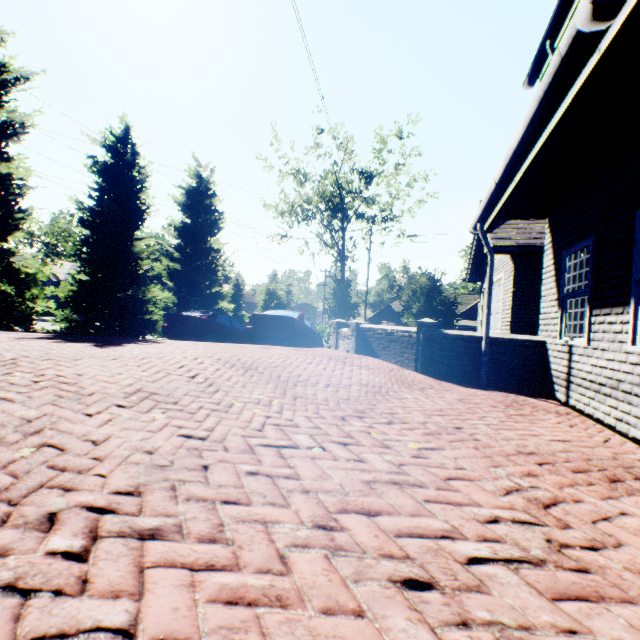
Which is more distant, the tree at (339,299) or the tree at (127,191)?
the tree at (339,299)

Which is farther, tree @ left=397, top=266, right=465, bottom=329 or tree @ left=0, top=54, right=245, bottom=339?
tree @ left=397, top=266, right=465, bottom=329

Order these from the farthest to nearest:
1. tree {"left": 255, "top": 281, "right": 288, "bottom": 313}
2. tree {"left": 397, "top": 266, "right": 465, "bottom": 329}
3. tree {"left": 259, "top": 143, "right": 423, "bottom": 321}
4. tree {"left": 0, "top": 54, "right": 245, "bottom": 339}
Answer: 1. tree {"left": 255, "top": 281, "right": 288, "bottom": 313}
2. tree {"left": 259, "top": 143, "right": 423, "bottom": 321}
3. tree {"left": 397, "top": 266, "right": 465, "bottom": 329}
4. tree {"left": 0, "top": 54, "right": 245, "bottom": 339}

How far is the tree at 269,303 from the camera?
33.8m

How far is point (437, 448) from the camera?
2.9 meters

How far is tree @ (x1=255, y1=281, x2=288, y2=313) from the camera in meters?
33.8
